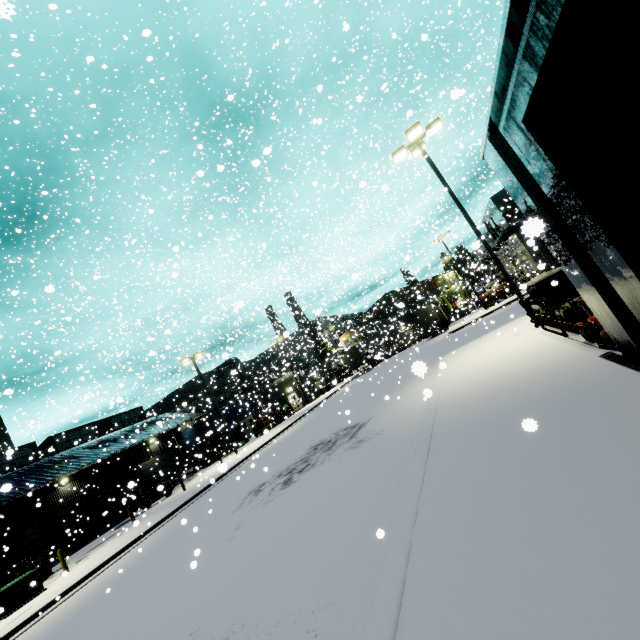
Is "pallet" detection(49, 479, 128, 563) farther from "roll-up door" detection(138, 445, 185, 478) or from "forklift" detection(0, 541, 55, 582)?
"roll-up door" detection(138, 445, 185, 478)

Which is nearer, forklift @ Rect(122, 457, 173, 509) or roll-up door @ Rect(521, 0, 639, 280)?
roll-up door @ Rect(521, 0, 639, 280)

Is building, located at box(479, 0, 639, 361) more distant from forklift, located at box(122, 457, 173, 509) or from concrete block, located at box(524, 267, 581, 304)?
concrete block, located at box(524, 267, 581, 304)

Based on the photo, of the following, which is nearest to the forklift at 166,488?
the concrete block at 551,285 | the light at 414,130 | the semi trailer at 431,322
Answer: the semi trailer at 431,322

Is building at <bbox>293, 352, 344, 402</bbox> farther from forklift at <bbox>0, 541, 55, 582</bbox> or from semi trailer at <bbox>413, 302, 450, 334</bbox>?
forklift at <bbox>0, 541, 55, 582</bbox>

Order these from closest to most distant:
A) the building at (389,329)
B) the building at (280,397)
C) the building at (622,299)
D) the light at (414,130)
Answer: the building at (622,299)
the light at (414,130)
the building at (389,329)
the building at (280,397)

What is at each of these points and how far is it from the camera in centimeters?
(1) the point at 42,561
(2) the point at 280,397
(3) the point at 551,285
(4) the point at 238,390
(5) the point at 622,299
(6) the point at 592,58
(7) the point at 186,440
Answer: (1) forklift, 1903cm
(2) building, 4531cm
(3) concrete block, 999cm
(4) building, 4512cm
(5) building, 539cm
(6) roll-up door, 354cm
(7) building, 4194cm

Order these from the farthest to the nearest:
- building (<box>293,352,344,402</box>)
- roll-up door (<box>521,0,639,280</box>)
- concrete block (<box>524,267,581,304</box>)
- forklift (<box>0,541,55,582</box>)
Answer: building (<box>293,352,344,402</box>) < forklift (<box>0,541,55,582</box>) < concrete block (<box>524,267,581,304</box>) < roll-up door (<box>521,0,639,280</box>)
